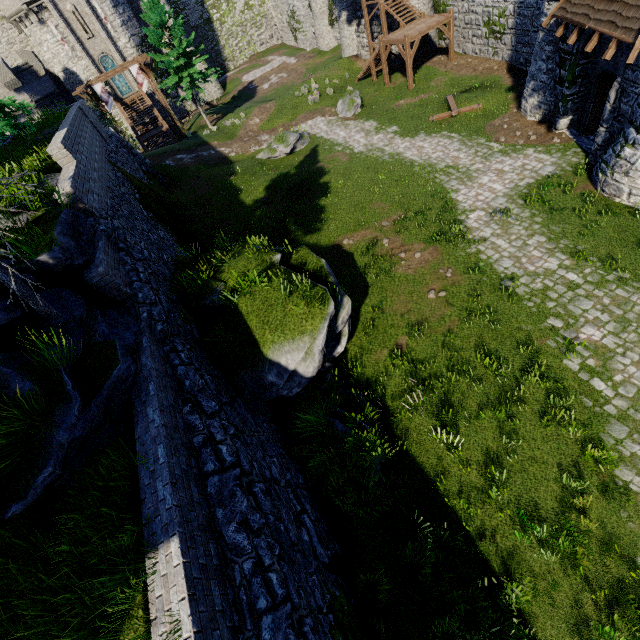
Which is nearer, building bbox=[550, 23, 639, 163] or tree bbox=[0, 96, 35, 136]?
tree bbox=[0, 96, 35, 136]

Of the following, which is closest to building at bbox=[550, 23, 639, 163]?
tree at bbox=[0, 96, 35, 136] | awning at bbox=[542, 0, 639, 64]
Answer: awning at bbox=[542, 0, 639, 64]

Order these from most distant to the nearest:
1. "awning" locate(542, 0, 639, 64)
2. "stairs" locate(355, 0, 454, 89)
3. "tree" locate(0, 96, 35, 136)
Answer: "stairs" locate(355, 0, 454, 89) < "awning" locate(542, 0, 639, 64) < "tree" locate(0, 96, 35, 136)

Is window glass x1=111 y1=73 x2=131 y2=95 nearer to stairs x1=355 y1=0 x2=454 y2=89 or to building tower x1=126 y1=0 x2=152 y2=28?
building tower x1=126 y1=0 x2=152 y2=28

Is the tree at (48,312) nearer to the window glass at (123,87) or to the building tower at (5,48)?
the window glass at (123,87)

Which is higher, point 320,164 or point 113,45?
point 113,45

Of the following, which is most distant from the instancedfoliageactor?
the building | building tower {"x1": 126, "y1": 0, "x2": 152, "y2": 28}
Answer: A: the building

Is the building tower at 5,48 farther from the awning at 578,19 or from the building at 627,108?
the awning at 578,19
